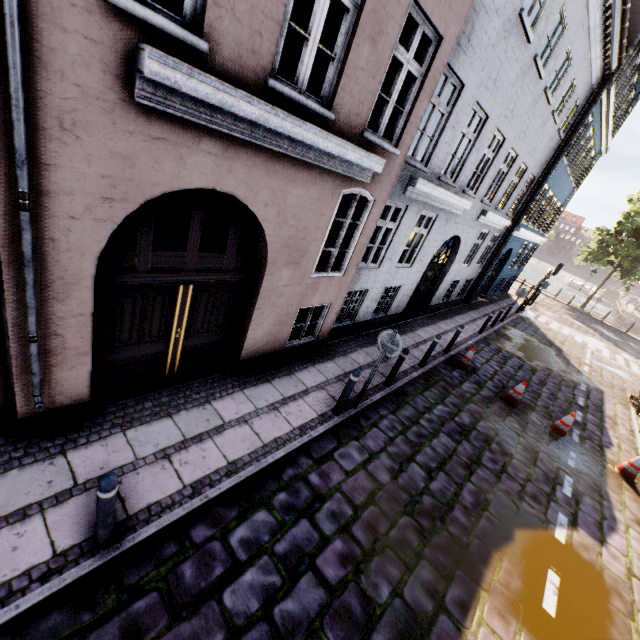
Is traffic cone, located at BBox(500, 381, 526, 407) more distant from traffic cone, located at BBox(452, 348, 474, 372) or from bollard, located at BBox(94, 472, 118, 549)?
bollard, located at BBox(94, 472, 118, 549)

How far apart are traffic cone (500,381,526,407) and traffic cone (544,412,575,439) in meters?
0.8 m

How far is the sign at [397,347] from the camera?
5.86m

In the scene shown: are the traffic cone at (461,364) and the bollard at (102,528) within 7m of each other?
no

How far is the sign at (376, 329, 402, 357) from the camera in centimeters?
586cm

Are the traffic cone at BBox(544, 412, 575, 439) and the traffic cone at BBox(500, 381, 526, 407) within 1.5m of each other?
yes

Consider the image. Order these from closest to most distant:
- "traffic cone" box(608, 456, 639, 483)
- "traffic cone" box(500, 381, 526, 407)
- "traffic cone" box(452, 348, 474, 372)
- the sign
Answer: the sign
"traffic cone" box(608, 456, 639, 483)
"traffic cone" box(500, 381, 526, 407)
"traffic cone" box(452, 348, 474, 372)

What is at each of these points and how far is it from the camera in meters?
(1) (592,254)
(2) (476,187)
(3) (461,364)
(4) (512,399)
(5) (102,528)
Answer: (1) tree, 28.6 m
(2) building, 10.7 m
(3) traffic cone, 10.4 m
(4) traffic cone, 9.5 m
(5) bollard, 3.2 m
